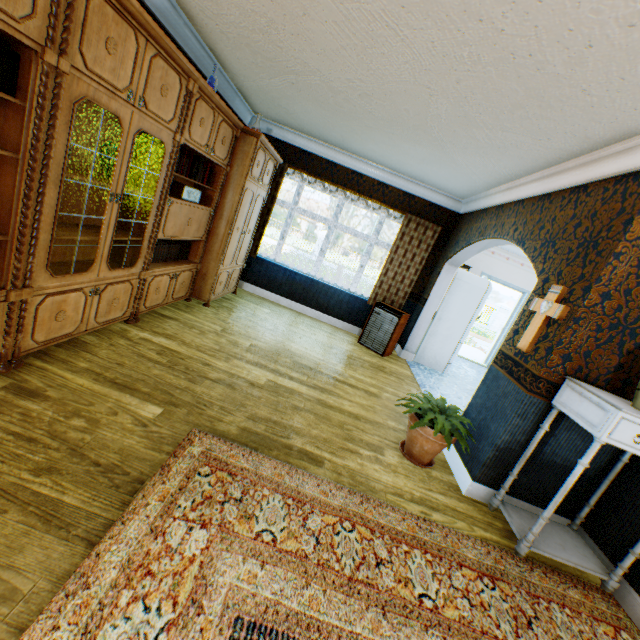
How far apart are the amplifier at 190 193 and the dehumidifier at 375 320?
3.5 meters

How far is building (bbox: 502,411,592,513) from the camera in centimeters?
272cm

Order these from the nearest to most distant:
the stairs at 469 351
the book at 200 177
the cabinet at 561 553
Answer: the cabinet at 561 553, the book at 200 177, the stairs at 469 351

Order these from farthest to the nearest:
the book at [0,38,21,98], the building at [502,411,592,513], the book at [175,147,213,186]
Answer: the book at [175,147,213,186] < the building at [502,411,592,513] < the book at [0,38,21,98]

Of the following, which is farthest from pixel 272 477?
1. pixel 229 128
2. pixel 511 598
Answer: pixel 229 128

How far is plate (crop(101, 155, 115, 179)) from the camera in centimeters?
275cm

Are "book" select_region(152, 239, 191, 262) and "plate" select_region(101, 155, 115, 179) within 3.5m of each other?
yes

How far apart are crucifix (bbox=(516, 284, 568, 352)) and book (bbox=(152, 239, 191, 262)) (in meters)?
3.95
